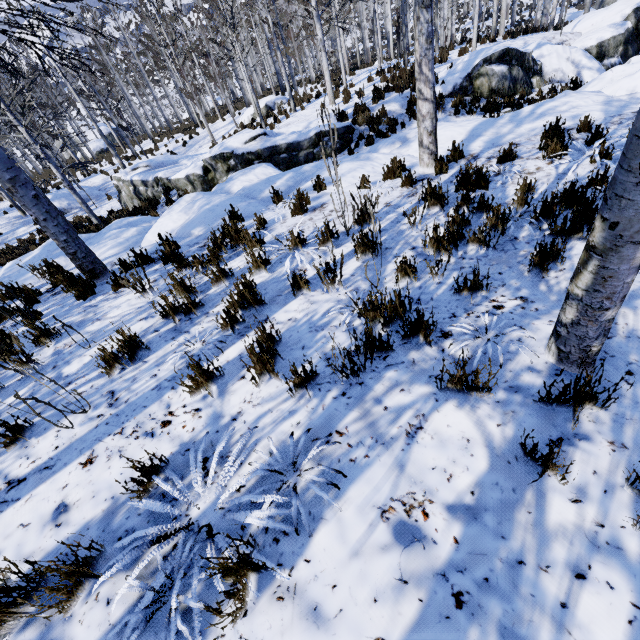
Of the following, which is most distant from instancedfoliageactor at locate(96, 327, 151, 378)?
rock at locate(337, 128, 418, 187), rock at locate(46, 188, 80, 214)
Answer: rock at locate(46, 188, 80, 214)

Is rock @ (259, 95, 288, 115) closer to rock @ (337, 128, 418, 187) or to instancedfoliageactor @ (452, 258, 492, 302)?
instancedfoliageactor @ (452, 258, 492, 302)

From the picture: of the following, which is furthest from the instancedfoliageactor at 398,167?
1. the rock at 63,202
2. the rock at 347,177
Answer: the rock at 63,202

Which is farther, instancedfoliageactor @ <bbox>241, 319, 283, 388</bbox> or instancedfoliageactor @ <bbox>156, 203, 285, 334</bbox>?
instancedfoliageactor @ <bbox>156, 203, 285, 334</bbox>

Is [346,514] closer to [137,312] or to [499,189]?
[137,312]

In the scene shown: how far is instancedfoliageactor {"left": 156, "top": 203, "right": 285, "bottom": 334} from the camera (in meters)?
3.54

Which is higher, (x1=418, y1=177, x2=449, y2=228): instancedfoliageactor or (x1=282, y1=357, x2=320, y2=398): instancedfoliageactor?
(x1=282, y1=357, x2=320, y2=398): instancedfoliageactor
